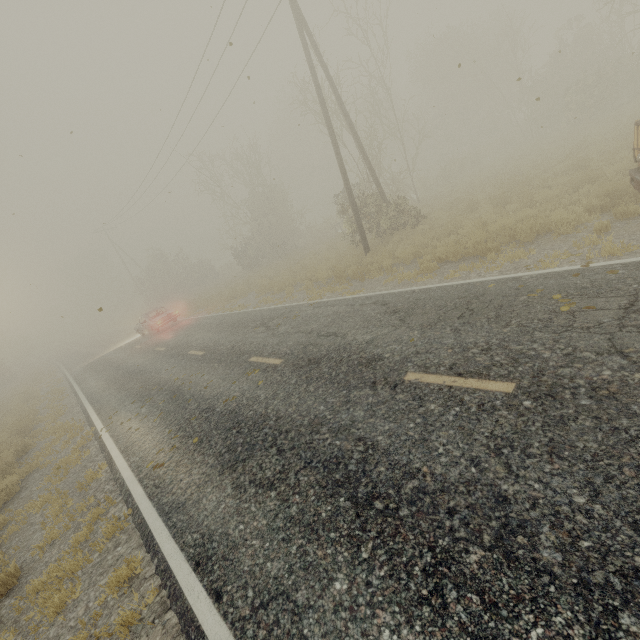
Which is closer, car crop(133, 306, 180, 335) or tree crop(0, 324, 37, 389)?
car crop(133, 306, 180, 335)

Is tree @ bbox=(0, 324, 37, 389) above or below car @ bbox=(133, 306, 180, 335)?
above

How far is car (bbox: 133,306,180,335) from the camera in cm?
2050

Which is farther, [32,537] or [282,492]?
[32,537]

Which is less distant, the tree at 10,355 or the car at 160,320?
the car at 160,320

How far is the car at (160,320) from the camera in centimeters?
2050cm
